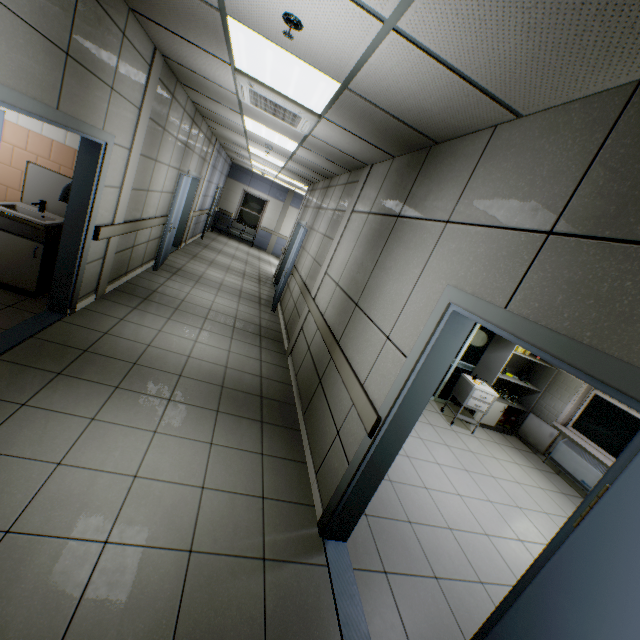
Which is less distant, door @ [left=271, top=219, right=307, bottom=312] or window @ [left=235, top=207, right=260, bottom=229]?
door @ [left=271, top=219, right=307, bottom=312]

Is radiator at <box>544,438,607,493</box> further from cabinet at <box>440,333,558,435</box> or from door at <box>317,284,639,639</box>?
door at <box>317,284,639,639</box>

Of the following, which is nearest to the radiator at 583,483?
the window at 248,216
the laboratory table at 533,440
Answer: the laboratory table at 533,440

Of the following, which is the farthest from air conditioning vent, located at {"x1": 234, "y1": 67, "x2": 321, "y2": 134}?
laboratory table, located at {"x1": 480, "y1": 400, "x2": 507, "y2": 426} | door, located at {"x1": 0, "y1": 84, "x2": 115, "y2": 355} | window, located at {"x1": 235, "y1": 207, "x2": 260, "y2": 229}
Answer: window, located at {"x1": 235, "y1": 207, "x2": 260, "y2": 229}

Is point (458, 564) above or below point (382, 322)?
below

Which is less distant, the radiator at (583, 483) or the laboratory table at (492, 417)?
the radiator at (583, 483)

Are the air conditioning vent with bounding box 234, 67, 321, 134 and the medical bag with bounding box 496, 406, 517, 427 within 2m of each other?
no

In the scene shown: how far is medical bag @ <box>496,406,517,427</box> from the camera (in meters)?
6.33
